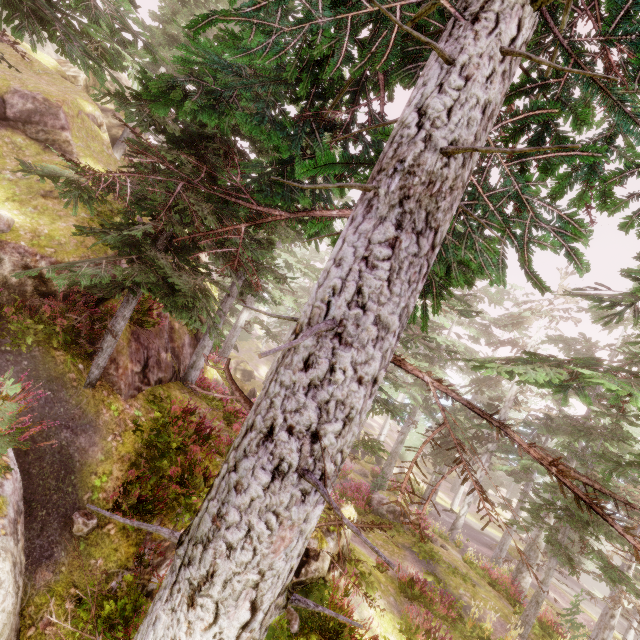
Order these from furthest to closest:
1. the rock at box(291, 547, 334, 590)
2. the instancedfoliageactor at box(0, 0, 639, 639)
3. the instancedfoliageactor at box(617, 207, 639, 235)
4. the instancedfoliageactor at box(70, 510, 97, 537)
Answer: the rock at box(291, 547, 334, 590) → the instancedfoliageactor at box(70, 510, 97, 537) → the instancedfoliageactor at box(617, 207, 639, 235) → the instancedfoliageactor at box(0, 0, 639, 639)

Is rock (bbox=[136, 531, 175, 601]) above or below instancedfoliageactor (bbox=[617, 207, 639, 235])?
below

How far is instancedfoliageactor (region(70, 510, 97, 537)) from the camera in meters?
6.0

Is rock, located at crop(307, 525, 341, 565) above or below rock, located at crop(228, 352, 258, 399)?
above

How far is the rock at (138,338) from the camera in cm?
877

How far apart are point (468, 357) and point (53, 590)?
22.5m

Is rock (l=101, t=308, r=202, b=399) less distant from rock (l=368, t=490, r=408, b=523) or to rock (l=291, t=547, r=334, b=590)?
rock (l=291, t=547, r=334, b=590)

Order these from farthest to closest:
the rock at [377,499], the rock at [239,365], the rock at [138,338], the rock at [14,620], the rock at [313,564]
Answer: the rock at [239,365]
the rock at [377,499]
the rock at [138,338]
the rock at [313,564]
the rock at [14,620]
